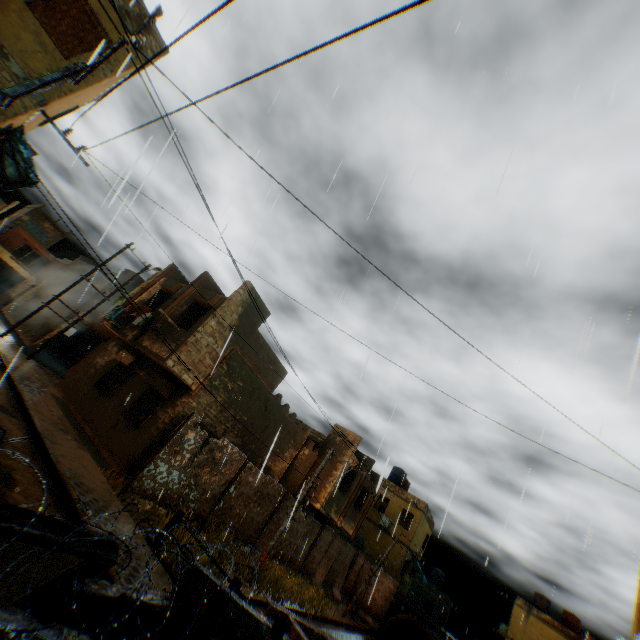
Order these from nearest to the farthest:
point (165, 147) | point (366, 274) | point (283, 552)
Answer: point (165, 147)
point (366, 274)
point (283, 552)

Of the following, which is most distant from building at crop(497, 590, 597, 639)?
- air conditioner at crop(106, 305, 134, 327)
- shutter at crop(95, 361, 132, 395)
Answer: air conditioner at crop(106, 305, 134, 327)

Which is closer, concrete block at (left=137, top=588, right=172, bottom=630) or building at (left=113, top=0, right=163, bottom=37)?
concrete block at (left=137, top=588, right=172, bottom=630)

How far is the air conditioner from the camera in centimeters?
1571cm

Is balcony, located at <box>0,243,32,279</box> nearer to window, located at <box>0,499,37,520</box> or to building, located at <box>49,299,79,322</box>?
building, located at <box>49,299,79,322</box>

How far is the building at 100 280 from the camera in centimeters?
2484cm

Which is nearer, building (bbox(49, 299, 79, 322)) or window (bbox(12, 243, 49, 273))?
building (bbox(49, 299, 79, 322))

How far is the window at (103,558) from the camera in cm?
333
